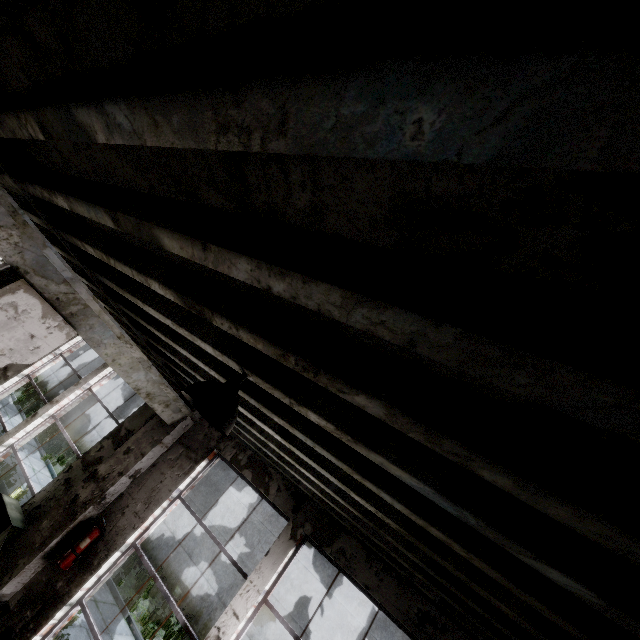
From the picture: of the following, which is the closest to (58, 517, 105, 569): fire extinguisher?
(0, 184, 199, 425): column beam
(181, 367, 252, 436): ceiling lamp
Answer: (0, 184, 199, 425): column beam

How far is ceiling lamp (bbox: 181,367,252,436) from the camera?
1.95m

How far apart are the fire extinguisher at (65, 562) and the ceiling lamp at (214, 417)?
3.9m

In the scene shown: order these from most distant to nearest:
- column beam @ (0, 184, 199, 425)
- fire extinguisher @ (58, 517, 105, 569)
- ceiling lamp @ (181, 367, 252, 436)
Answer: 1. fire extinguisher @ (58, 517, 105, 569)
2. column beam @ (0, 184, 199, 425)
3. ceiling lamp @ (181, 367, 252, 436)

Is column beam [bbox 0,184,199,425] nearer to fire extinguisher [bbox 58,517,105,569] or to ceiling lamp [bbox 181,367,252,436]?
fire extinguisher [bbox 58,517,105,569]

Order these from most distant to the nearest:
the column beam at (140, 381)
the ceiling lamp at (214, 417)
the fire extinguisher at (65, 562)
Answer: the fire extinguisher at (65, 562) < the column beam at (140, 381) < the ceiling lamp at (214, 417)

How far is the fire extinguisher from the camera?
4.29m

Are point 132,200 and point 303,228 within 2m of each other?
yes
